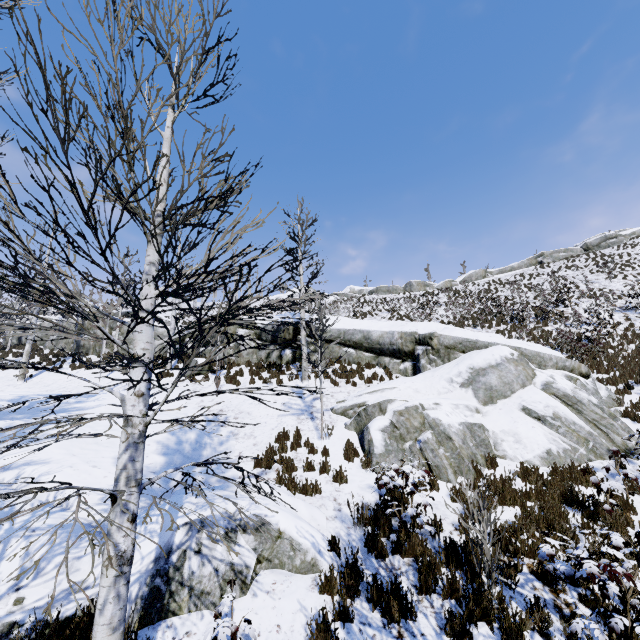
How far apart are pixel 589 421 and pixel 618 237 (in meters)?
39.74

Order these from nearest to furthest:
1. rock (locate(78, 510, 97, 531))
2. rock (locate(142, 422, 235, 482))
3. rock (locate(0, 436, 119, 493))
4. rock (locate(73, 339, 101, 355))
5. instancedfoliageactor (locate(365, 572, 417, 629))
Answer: instancedfoliageactor (locate(365, 572, 417, 629)) < rock (locate(78, 510, 97, 531)) < rock (locate(0, 436, 119, 493)) < rock (locate(142, 422, 235, 482)) < rock (locate(73, 339, 101, 355))

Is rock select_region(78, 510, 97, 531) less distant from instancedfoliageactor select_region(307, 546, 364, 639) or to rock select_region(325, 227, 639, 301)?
instancedfoliageactor select_region(307, 546, 364, 639)

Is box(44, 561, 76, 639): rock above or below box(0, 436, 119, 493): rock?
below

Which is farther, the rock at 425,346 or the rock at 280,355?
the rock at 280,355

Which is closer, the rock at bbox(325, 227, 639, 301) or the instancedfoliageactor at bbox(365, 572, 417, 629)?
the instancedfoliageactor at bbox(365, 572, 417, 629)

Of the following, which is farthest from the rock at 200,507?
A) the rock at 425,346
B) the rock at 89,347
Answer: the rock at 89,347

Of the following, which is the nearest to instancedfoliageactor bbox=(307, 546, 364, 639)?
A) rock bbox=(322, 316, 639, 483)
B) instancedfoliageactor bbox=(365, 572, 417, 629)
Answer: instancedfoliageactor bbox=(365, 572, 417, 629)
